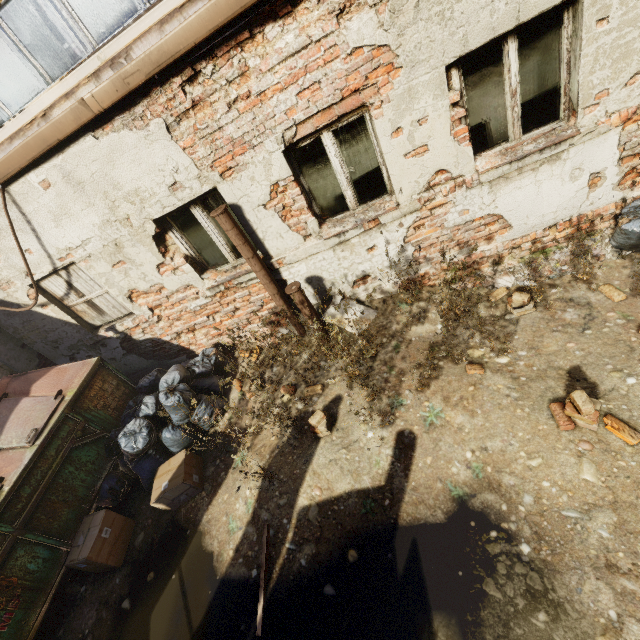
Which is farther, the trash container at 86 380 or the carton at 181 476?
the carton at 181 476

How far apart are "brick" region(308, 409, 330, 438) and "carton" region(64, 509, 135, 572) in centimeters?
277cm

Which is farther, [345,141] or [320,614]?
[345,141]

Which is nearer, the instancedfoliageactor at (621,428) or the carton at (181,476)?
the instancedfoliageactor at (621,428)

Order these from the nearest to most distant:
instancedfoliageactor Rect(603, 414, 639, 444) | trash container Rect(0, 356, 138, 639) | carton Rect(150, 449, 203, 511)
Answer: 1. instancedfoliageactor Rect(603, 414, 639, 444)
2. trash container Rect(0, 356, 138, 639)
3. carton Rect(150, 449, 203, 511)

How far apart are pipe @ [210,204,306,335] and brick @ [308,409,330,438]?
1.6m

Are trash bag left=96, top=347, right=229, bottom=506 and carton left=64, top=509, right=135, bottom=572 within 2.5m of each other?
yes

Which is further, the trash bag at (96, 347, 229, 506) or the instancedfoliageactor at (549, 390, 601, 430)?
the trash bag at (96, 347, 229, 506)
